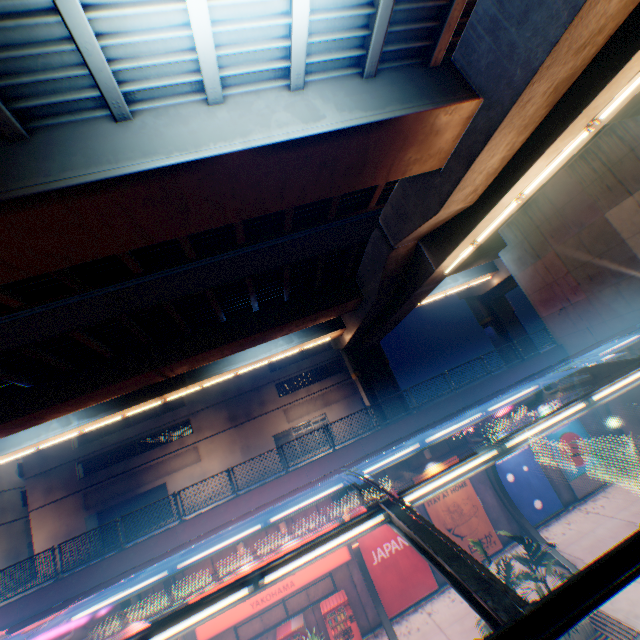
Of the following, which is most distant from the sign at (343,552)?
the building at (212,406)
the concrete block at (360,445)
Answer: the building at (212,406)

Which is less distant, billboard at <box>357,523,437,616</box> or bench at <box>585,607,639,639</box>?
bench at <box>585,607,639,639</box>

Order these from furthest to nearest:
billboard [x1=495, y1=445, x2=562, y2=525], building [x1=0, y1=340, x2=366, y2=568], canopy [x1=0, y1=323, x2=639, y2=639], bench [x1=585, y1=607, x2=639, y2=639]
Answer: building [x1=0, y1=340, x2=366, y2=568], billboard [x1=495, y1=445, x2=562, y2=525], bench [x1=585, y1=607, x2=639, y2=639], canopy [x1=0, y1=323, x2=639, y2=639]

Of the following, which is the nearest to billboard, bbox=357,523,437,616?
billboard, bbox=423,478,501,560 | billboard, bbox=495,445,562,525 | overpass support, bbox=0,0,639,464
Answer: billboard, bbox=423,478,501,560

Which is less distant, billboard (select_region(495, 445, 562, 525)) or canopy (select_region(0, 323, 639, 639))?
canopy (select_region(0, 323, 639, 639))

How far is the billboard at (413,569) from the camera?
13.8m

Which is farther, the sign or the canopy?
the sign

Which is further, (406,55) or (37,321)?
(37,321)
